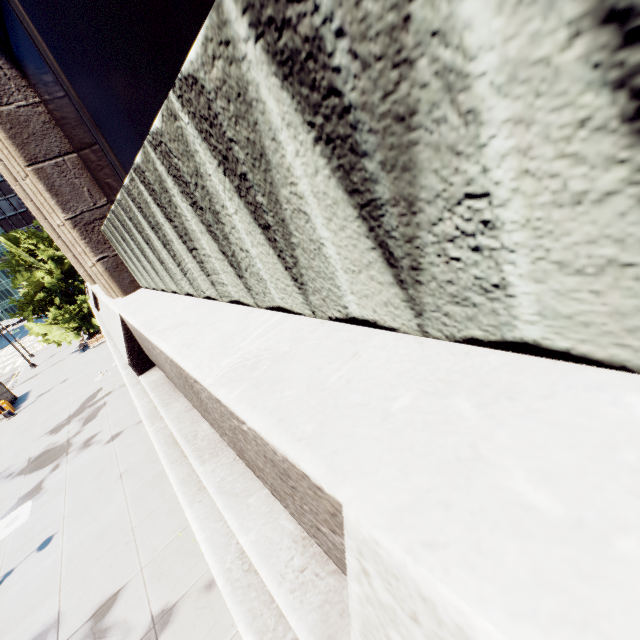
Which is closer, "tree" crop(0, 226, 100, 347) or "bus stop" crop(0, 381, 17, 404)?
"bus stop" crop(0, 381, 17, 404)

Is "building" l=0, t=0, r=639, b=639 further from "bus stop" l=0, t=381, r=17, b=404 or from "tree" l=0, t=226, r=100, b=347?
"bus stop" l=0, t=381, r=17, b=404

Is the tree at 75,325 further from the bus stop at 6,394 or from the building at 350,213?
the building at 350,213

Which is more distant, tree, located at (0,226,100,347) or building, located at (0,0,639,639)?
tree, located at (0,226,100,347)

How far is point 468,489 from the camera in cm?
56

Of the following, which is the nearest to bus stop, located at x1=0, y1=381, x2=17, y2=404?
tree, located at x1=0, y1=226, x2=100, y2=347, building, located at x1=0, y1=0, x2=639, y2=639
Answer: tree, located at x1=0, y1=226, x2=100, y2=347

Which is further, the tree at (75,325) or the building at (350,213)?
the tree at (75,325)
